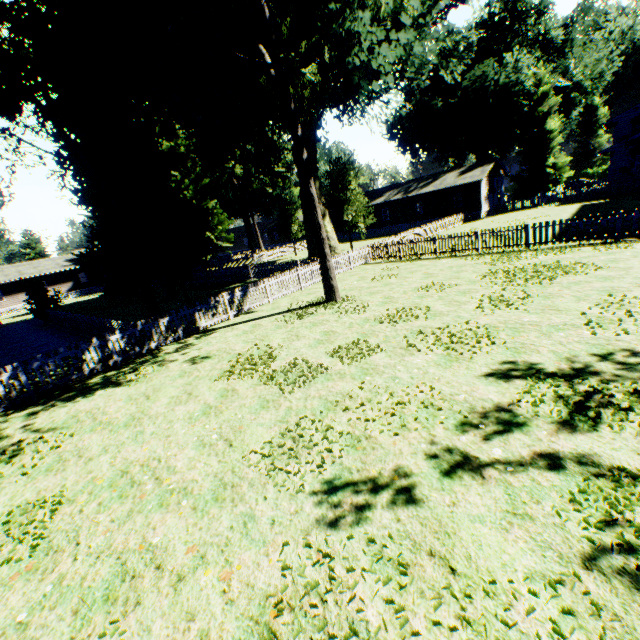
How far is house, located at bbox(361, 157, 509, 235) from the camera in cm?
3769

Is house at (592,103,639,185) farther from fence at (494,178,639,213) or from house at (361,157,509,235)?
house at (361,157,509,235)

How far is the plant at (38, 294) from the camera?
25.5 meters

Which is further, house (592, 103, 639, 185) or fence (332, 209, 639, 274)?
house (592, 103, 639, 185)

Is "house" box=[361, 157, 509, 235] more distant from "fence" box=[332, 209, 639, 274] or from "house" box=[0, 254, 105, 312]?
"house" box=[0, 254, 105, 312]

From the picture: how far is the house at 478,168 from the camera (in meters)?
37.69

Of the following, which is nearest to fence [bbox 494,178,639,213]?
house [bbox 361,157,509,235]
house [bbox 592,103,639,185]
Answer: house [bbox 361,157,509,235]

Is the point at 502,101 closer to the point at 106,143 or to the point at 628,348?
the point at 106,143
